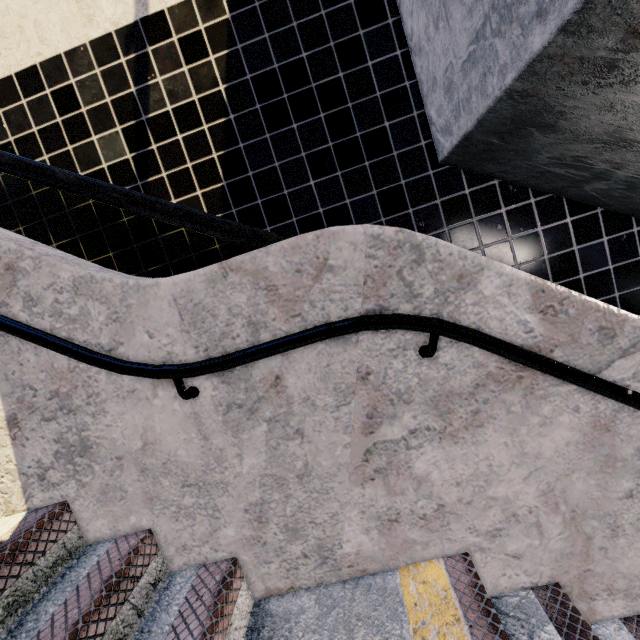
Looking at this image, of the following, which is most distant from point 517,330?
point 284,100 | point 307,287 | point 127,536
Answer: point 284,100
